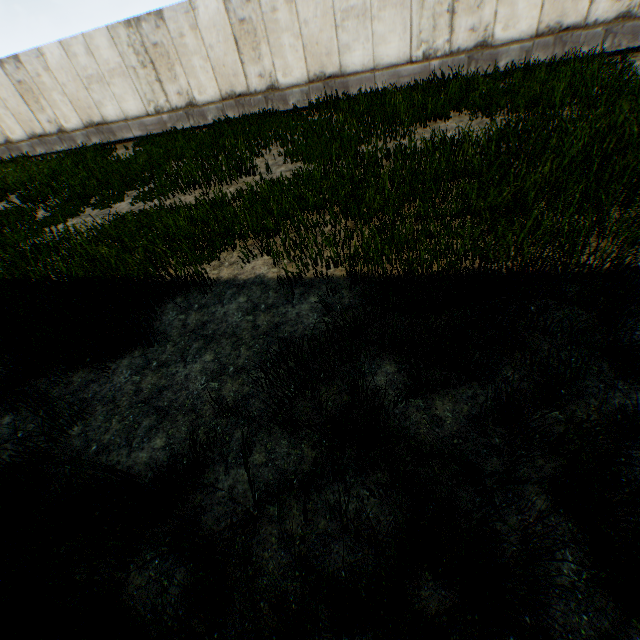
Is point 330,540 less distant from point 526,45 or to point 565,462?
point 565,462
